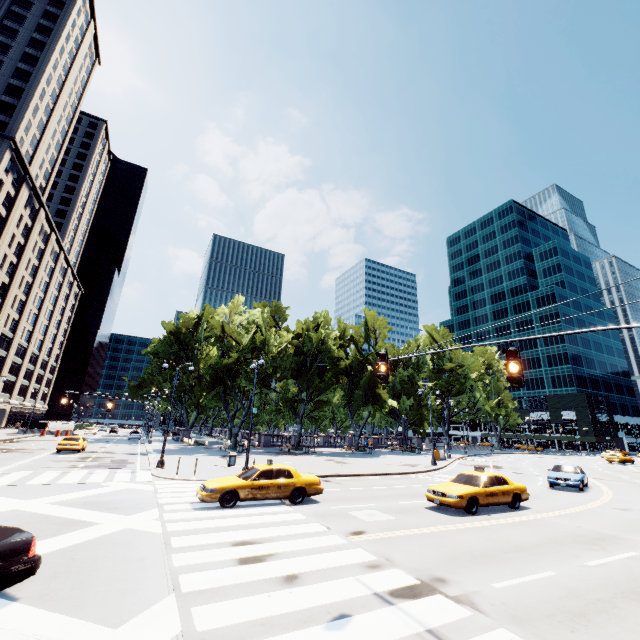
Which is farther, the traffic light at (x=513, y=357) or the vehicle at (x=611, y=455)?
the vehicle at (x=611, y=455)

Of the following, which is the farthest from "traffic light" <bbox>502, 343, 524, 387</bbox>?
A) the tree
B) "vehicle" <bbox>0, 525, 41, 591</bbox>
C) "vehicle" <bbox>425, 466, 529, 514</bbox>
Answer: the tree

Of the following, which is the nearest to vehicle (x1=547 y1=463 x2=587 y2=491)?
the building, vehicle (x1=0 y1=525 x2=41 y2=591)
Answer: vehicle (x1=0 y1=525 x2=41 y2=591)

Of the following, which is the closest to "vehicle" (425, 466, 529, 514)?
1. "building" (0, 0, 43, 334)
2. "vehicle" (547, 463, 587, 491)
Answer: "vehicle" (547, 463, 587, 491)

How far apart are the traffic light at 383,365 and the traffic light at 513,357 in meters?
2.7 m

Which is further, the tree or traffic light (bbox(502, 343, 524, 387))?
the tree

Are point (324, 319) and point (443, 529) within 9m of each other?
no

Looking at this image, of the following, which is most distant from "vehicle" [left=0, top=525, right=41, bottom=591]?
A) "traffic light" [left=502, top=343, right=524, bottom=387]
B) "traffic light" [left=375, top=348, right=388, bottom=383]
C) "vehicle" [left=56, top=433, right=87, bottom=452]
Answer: "vehicle" [left=56, top=433, right=87, bottom=452]
